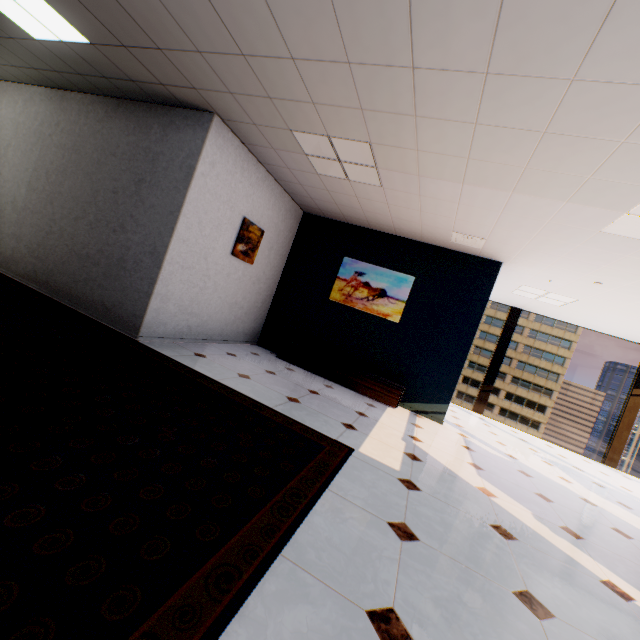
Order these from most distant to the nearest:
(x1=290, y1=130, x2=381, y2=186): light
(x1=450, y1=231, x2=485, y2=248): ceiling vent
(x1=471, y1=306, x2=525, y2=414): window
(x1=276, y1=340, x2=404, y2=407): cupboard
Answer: (x1=471, y1=306, x2=525, y2=414): window, (x1=276, y1=340, x2=404, y2=407): cupboard, (x1=450, y1=231, x2=485, y2=248): ceiling vent, (x1=290, y1=130, x2=381, y2=186): light

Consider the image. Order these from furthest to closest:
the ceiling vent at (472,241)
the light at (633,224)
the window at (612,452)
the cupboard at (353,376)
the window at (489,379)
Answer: the window at (489,379), the window at (612,452), the cupboard at (353,376), the ceiling vent at (472,241), the light at (633,224)

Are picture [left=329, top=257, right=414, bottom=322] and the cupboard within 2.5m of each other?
yes

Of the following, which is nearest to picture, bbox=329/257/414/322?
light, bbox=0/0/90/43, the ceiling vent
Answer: the ceiling vent

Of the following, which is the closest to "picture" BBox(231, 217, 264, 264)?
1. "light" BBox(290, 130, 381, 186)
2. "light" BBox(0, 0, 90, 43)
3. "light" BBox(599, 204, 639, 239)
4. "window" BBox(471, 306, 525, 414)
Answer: "light" BBox(290, 130, 381, 186)

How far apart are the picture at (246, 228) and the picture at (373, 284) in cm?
161

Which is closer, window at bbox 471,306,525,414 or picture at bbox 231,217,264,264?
picture at bbox 231,217,264,264

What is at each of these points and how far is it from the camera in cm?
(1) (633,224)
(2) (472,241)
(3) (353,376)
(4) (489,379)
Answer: (1) light, 317
(2) ceiling vent, 507
(3) cupboard, 571
(4) window, 855
